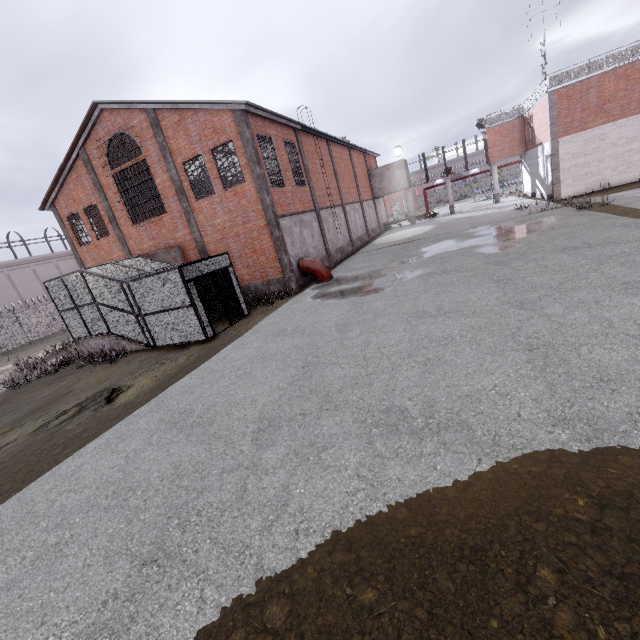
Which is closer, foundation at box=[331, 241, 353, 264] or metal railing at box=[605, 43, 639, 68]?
metal railing at box=[605, 43, 639, 68]

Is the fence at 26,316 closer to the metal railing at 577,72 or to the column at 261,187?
the metal railing at 577,72

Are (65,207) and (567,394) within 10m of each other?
no

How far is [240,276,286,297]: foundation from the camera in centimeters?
1748cm

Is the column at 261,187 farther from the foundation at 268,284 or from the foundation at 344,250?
the foundation at 344,250

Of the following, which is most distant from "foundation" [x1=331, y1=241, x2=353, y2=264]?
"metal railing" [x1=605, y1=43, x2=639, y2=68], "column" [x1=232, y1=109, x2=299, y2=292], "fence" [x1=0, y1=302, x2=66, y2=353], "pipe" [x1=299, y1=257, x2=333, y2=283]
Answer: "fence" [x1=0, y1=302, x2=66, y2=353]

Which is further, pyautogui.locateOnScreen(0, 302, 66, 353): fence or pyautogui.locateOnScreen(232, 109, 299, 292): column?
pyautogui.locateOnScreen(0, 302, 66, 353): fence

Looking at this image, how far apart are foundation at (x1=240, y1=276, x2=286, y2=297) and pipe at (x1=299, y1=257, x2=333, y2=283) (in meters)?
1.13
